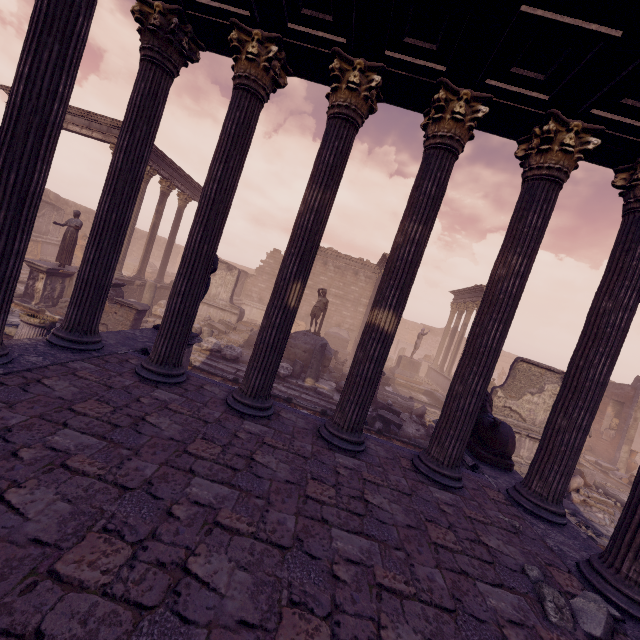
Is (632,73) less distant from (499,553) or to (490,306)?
(490,306)

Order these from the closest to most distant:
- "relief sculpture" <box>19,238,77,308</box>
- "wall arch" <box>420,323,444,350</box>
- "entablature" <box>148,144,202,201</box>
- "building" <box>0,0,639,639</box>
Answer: "building" <box>0,0,639,639</box> < "relief sculpture" <box>19,238,77,308</box> < "entablature" <box>148,144,202,201</box> < "wall arch" <box>420,323,444,350</box>

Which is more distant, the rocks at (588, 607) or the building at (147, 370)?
the rocks at (588, 607)

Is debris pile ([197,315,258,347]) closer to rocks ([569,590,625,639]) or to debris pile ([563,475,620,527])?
debris pile ([563,475,620,527])

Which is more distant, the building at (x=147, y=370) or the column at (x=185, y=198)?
the column at (x=185, y=198)

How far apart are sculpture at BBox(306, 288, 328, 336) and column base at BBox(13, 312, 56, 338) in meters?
9.2 m

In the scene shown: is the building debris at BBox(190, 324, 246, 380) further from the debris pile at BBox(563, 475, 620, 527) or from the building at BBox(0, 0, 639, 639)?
the debris pile at BBox(563, 475, 620, 527)

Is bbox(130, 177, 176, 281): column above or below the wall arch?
above
